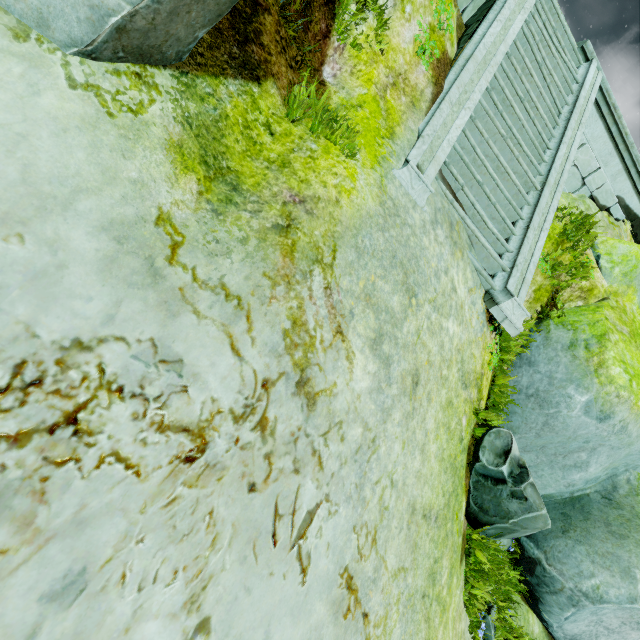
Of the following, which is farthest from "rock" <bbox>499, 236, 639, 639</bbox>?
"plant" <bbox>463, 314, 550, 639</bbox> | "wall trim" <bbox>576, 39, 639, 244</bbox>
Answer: "plant" <bbox>463, 314, 550, 639</bbox>

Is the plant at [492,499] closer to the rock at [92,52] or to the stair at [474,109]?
the stair at [474,109]

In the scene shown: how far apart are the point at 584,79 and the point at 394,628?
10.59m

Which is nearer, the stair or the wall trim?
the stair

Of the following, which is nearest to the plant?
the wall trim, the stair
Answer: the stair

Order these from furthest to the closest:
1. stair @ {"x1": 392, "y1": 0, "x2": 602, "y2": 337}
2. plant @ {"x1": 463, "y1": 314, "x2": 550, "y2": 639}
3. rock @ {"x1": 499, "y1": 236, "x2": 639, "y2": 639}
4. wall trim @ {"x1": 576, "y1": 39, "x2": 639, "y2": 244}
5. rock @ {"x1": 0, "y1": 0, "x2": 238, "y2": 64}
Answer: wall trim @ {"x1": 576, "y1": 39, "x2": 639, "y2": 244} < rock @ {"x1": 499, "y1": 236, "x2": 639, "y2": 639} < stair @ {"x1": 392, "y1": 0, "x2": 602, "y2": 337} < plant @ {"x1": 463, "y1": 314, "x2": 550, "y2": 639} < rock @ {"x1": 0, "y1": 0, "x2": 238, "y2": 64}

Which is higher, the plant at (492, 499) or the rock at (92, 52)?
the rock at (92, 52)

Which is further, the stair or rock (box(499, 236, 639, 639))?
rock (box(499, 236, 639, 639))
